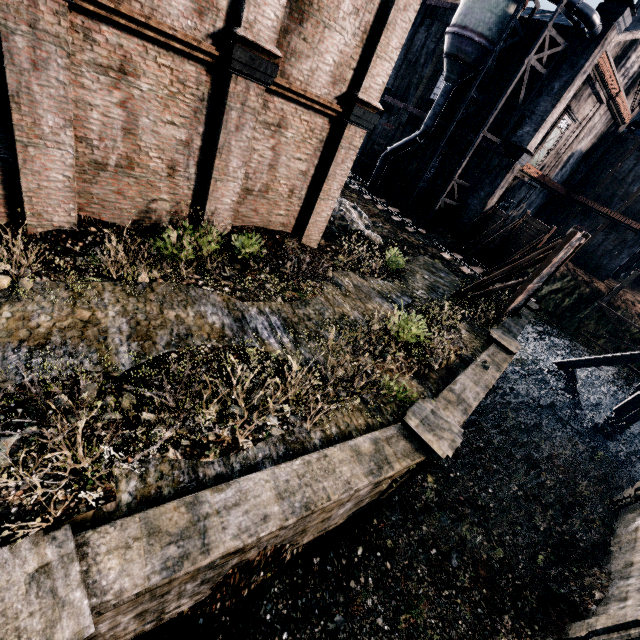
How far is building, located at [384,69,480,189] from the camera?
27.7 meters

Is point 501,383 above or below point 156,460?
below

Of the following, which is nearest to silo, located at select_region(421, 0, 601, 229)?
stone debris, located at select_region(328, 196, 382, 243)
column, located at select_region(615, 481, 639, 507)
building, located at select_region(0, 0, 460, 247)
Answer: building, located at select_region(0, 0, 460, 247)

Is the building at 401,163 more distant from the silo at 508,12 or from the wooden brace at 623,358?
the wooden brace at 623,358

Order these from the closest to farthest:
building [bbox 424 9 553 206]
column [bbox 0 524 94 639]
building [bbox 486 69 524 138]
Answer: column [bbox 0 524 94 639] → building [bbox 424 9 553 206] → building [bbox 486 69 524 138]

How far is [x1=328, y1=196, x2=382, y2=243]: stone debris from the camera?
19.6m

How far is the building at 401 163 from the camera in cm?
2770
